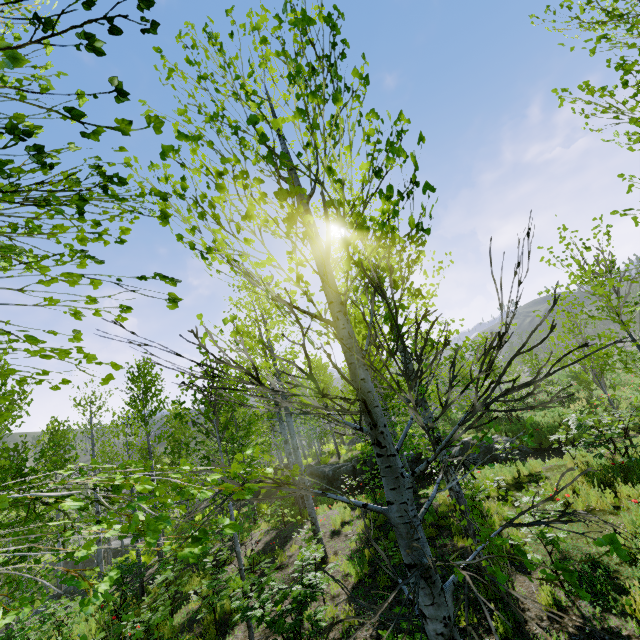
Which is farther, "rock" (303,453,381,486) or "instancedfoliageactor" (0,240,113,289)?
"rock" (303,453,381,486)

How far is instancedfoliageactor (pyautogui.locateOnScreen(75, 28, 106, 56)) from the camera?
0.9 meters

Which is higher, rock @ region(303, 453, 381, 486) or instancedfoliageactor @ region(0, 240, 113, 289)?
instancedfoliageactor @ region(0, 240, 113, 289)

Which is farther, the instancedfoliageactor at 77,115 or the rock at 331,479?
the rock at 331,479

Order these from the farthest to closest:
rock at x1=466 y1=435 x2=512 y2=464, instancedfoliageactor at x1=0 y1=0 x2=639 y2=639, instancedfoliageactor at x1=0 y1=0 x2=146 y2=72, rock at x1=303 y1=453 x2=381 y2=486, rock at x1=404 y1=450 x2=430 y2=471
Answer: rock at x1=303 y1=453 x2=381 y2=486 → rock at x1=404 y1=450 x2=430 y2=471 → rock at x1=466 y1=435 x2=512 y2=464 → instancedfoliageactor at x1=0 y1=0 x2=639 y2=639 → instancedfoliageactor at x1=0 y1=0 x2=146 y2=72

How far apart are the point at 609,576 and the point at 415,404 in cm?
583

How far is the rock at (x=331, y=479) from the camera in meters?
17.6 m
